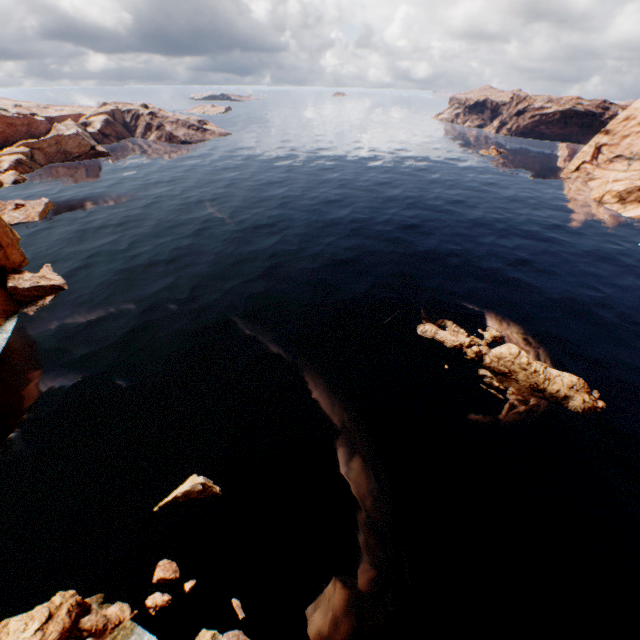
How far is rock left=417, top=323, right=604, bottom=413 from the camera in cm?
2908

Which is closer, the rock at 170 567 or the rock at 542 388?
the rock at 170 567

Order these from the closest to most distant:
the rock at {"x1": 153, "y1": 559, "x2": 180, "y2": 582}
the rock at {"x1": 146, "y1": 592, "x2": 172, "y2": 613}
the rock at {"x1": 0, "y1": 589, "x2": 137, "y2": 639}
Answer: the rock at {"x1": 0, "y1": 589, "x2": 137, "y2": 639} < the rock at {"x1": 146, "y1": 592, "x2": 172, "y2": 613} < the rock at {"x1": 153, "y1": 559, "x2": 180, "y2": 582}

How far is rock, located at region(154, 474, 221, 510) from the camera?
22.4m

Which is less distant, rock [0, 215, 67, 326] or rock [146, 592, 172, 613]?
rock [146, 592, 172, 613]

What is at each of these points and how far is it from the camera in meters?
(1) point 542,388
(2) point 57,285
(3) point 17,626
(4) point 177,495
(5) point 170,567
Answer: (1) rock, 29.7
(2) rock, 42.2
(3) rock, 16.0
(4) rock, 22.4
(5) rock, 19.3
